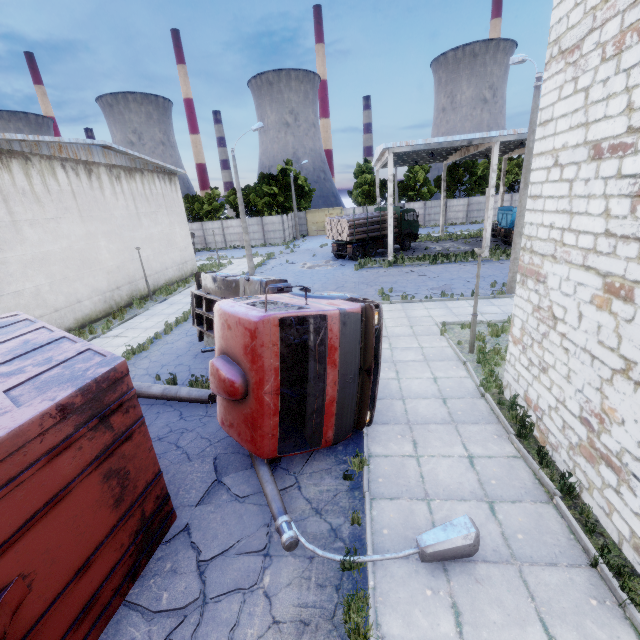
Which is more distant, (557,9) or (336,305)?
(336,305)

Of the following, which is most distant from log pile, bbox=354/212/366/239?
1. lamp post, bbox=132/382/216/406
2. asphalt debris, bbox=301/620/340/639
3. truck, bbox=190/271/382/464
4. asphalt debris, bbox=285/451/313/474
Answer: asphalt debris, bbox=301/620/340/639

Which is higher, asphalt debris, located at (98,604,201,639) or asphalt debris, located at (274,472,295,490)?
asphalt debris, located at (274,472,295,490)

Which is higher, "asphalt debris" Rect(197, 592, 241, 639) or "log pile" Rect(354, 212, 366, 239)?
"log pile" Rect(354, 212, 366, 239)

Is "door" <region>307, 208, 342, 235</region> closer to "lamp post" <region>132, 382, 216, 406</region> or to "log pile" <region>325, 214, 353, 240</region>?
"log pile" <region>325, 214, 353, 240</region>

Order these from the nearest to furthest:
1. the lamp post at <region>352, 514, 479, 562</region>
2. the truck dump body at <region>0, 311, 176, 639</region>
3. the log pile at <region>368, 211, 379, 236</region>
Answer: the truck dump body at <region>0, 311, 176, 639</region> → the lamp post at <region>352, 514, 479, 562</region> → the log pile at <region>368, 211, 379, 236</region>

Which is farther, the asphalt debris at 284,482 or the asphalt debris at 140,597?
the asphalt debris at 284,482

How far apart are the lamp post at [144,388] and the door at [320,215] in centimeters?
4374cm
